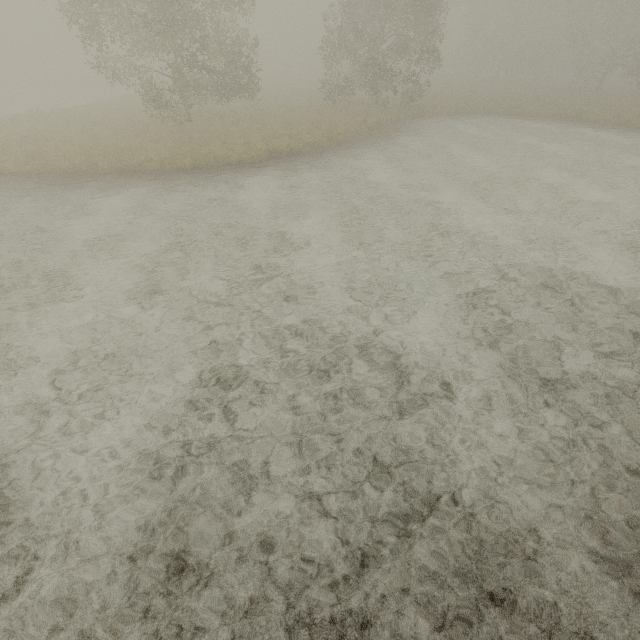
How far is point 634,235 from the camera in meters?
8.4 m
